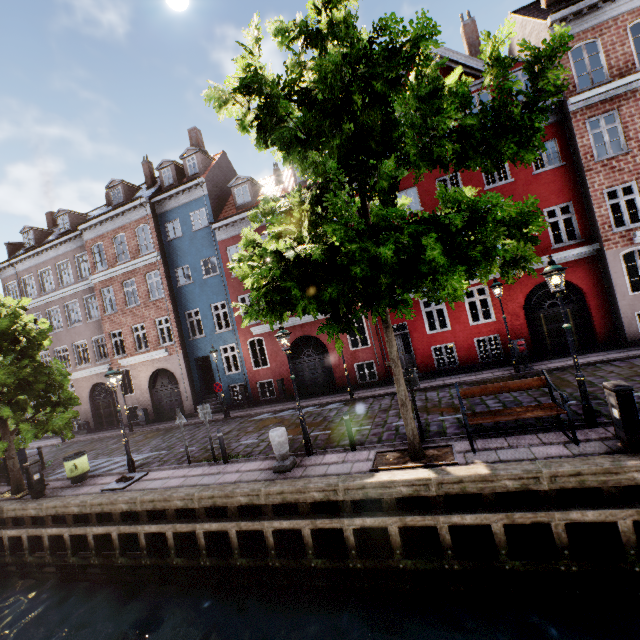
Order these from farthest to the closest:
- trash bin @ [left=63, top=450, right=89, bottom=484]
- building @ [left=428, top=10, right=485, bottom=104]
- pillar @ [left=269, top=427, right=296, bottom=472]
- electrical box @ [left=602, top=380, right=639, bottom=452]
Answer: building @ [left=428, top=10, right=485, bottom=104]
trash bin @ [left=63, top=450, right=89, bottom=484]
pillar @ [left=269, top=427, right=296, bottom=472]
electrical box @ [left=602, top=380, right=639, bottom=452]

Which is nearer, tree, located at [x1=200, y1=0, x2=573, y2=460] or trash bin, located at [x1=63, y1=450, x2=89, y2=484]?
tree, located at [x1=200, y1=0, x2=573, y2=460]

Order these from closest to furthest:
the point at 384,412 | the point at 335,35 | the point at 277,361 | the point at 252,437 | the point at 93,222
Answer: the point at 335,35
the point at 384,412
the point at 252,437
the point at 277,361
the point at 93,222

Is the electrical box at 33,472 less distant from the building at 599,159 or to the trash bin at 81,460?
the trash bin at 81,460

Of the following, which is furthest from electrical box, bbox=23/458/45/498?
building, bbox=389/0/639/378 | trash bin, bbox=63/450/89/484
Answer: building, bbox=389/0/639/378

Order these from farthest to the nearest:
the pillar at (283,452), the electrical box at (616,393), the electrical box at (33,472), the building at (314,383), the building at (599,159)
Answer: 1. the building at (314,383)
2. the building at (599,159)
3. the electrical box at (33,472)
4. the pillar at (283,452)
5. the electrical box at (616,393)

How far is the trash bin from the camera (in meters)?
11.74

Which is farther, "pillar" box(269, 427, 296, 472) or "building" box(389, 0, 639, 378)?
"building" box(389, 0, 639, 378)
